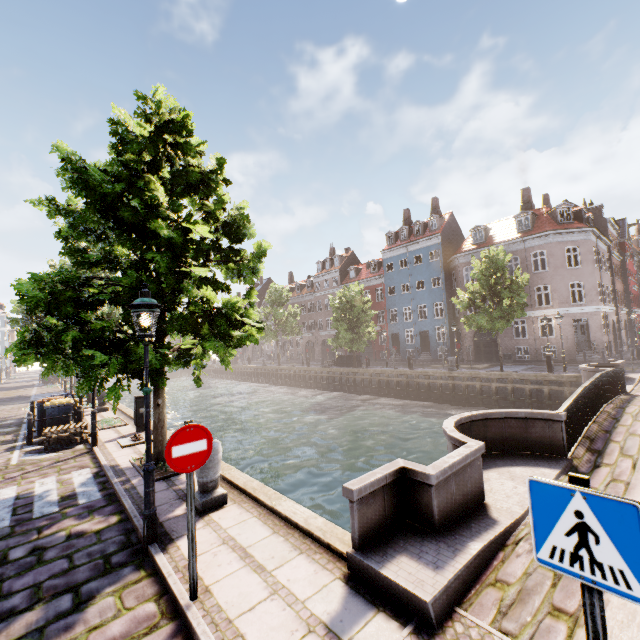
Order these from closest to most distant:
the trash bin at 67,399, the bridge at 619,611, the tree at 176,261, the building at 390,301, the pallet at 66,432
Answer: the bridge at 619,611 < the tree at 176,261 < the pallet at 66,432 < the trash bin at 67,399 < the building at 390,301

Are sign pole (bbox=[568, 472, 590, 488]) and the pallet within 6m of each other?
no

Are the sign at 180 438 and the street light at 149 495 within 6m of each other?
yes

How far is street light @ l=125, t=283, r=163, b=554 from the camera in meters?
4.7 m

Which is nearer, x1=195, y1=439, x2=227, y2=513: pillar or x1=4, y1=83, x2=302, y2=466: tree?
x1=195, y1=439, x2=227, y2=513: pillar

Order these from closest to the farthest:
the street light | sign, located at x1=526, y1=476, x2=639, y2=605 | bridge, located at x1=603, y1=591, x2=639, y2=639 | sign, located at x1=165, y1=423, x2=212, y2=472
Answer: sign, located at x1=526, y1=476, x2=639, y2=605 < bridge, located at x1=603, y1=591, x2=639, y2=639 < sign, located at x1=165, y1=423, x2=212, y2=472 < the street light

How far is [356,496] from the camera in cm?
395

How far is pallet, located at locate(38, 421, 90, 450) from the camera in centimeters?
1035cm
